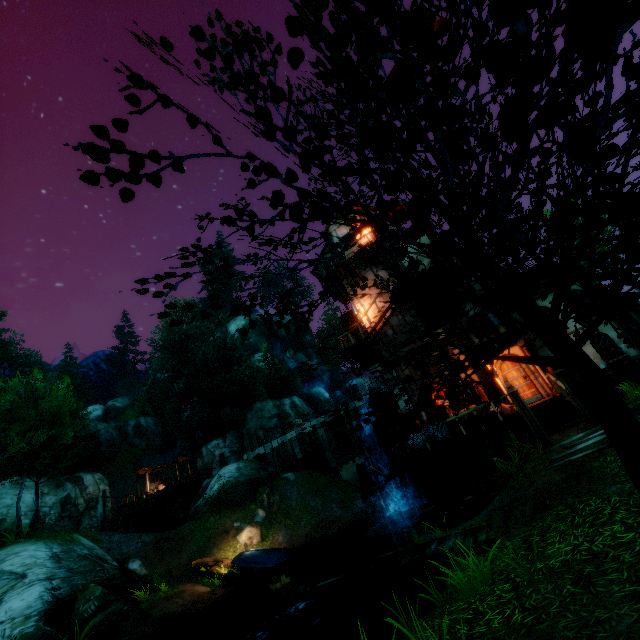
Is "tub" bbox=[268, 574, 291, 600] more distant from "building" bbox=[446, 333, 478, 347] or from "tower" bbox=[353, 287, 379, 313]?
"building" bbox=[446, 333, 478, 347]

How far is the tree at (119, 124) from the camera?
1.6m

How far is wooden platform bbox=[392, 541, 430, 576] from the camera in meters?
7.8 m

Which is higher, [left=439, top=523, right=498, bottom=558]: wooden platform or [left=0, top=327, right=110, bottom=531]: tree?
[left=0, top=327, right=110, bottom=531]: tree

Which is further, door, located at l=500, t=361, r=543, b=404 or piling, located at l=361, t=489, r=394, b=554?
piling, located at l=361, t=489, r=394, b=554

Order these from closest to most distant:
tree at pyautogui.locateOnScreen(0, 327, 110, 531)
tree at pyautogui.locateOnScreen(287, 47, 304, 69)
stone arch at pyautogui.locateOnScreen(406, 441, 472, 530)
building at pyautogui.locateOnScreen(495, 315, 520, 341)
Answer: tree at pyautogui.locateOnScreen(287, 47, 304, 69), stone arch at pyautogui.locateOnScreen(406, 441, 472, 530), building at pyautogui.locateOnScreen(495, 315, 520, 341), tree at pyautogui.locateOnScreen(0, 327, 110, 531)

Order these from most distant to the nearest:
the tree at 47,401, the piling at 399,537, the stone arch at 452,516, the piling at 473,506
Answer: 1. the piling at 399,537
2. the tree at 47,401
3. the stone arch at 452,516
4. the piling at 473,506

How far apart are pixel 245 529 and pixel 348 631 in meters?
17.0 m
